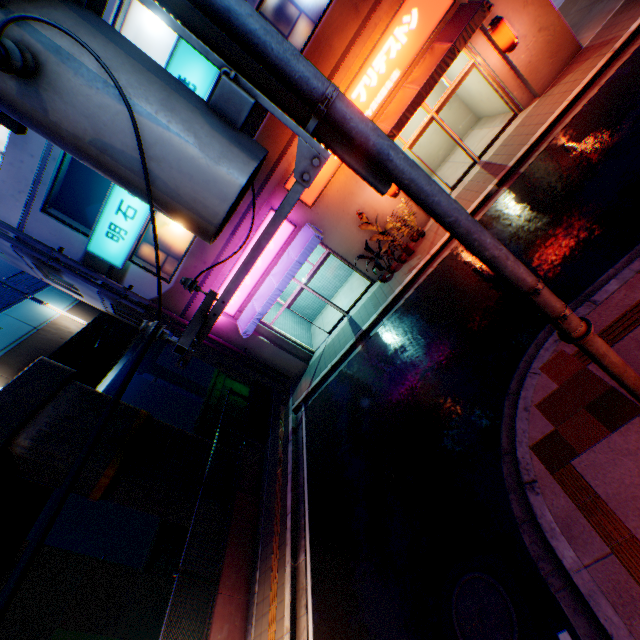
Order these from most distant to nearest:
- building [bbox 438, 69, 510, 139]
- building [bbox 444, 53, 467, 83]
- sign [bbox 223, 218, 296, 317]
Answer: sign [bbox 223, 218, 296, 317] < building [bbox 438, 69, 510, 139] < building [bbox 444, 53, 467, 83]

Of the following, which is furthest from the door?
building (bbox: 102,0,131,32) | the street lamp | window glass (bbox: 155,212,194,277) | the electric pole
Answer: the electric pole

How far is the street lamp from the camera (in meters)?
9.09

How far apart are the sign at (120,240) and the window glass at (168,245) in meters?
0.5

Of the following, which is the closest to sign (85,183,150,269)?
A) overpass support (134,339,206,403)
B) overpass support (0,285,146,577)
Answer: overpass support (0,285,146,577)

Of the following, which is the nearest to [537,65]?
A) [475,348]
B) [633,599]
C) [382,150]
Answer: [475,348]

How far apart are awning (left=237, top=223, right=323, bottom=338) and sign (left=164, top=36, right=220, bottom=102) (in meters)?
4.46

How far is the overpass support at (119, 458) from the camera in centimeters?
1092cm
